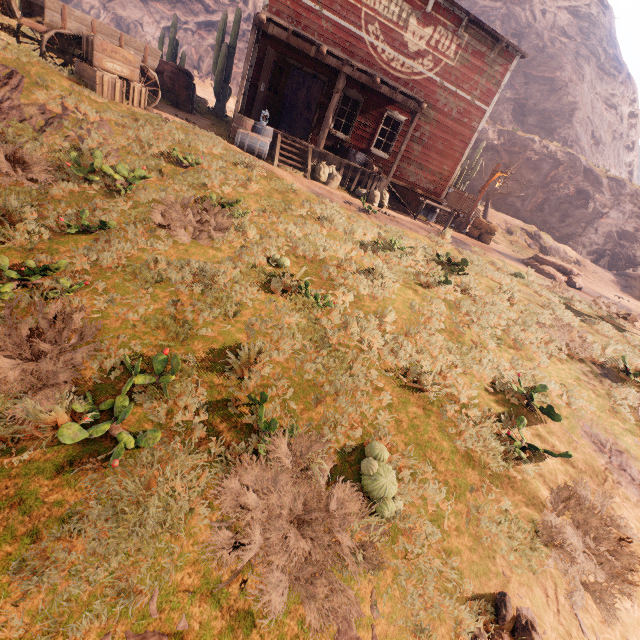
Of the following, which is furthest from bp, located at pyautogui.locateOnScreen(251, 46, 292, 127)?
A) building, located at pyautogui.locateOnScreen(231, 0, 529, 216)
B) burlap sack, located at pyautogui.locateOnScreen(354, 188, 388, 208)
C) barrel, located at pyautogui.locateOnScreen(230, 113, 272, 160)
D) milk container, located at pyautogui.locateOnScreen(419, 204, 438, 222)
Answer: milk container, located at pyautogui.locateOnScreen(419, 204, 438, 222)

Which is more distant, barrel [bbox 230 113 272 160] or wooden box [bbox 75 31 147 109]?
barrel [bbox 230 113 272 160]

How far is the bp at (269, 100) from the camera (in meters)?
10.91

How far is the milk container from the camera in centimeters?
1538cm

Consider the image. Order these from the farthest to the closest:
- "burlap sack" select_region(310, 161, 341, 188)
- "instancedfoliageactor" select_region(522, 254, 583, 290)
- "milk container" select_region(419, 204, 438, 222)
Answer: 1. "milk container" select_region(419, 204, 438, 222)
2. "instancedfoliageactor" select_region(522, 254, 583, 290)
3. "burlap sack" select_region(310, 161, 341, 188)

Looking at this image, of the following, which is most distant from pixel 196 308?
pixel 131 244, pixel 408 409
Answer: pixel 408 409

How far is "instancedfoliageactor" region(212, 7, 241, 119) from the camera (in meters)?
16.02

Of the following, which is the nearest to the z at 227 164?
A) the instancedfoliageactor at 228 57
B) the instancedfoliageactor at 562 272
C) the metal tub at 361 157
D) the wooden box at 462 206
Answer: the metal tub at 361 157
